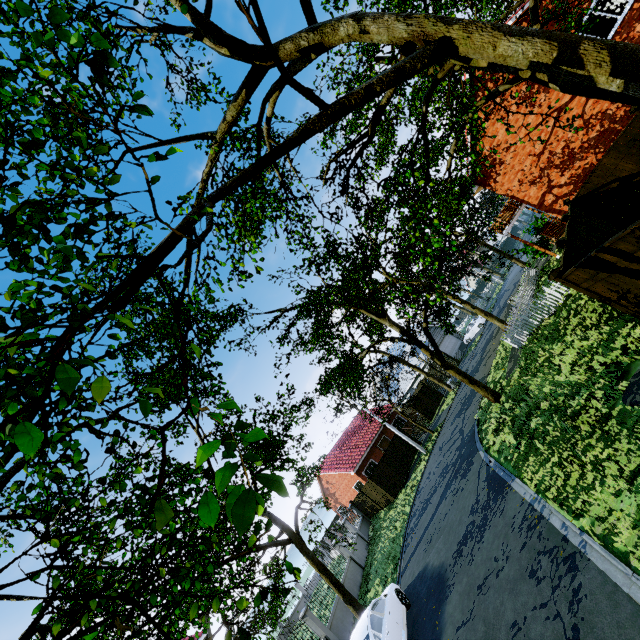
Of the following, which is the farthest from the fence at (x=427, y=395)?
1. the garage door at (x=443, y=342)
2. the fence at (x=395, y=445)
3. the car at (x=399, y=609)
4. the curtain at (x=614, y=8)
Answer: the curtain at (x=614, y=8)

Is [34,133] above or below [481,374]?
above

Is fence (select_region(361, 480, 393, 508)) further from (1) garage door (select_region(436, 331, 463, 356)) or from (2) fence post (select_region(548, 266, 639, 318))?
(1) garage door (select_region(436, 331, 463, 356))

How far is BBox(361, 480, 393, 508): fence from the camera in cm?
2586

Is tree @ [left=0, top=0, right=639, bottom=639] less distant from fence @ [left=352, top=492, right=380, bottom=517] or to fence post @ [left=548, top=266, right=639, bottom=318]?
fence @ [left=352, top=492, right=380, bottom=517]

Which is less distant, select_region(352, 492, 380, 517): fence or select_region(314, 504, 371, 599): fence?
select_region(314, 504, 371, 599): fence

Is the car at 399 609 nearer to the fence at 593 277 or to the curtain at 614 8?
the fence at 593 277

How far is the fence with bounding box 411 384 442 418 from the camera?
32.3m
